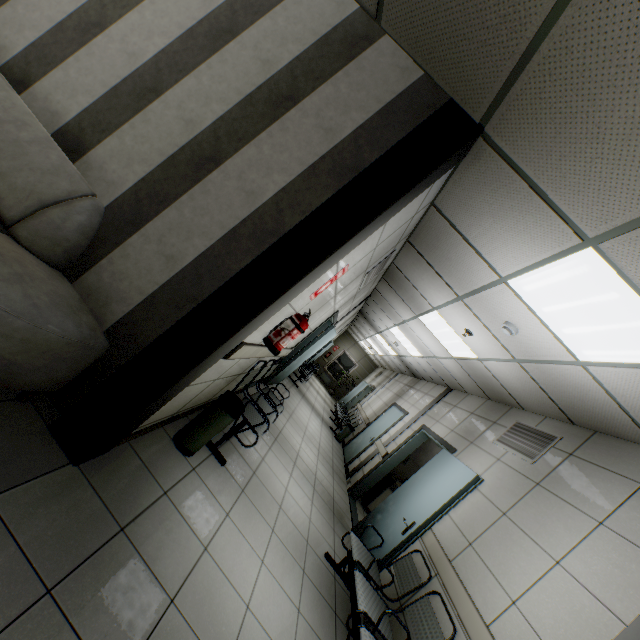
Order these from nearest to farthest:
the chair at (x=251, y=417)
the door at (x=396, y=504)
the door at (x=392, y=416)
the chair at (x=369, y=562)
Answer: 1. the chair at (x=369, y=562)
2. the chair at (x=251, y=417)
3. the door at (x=396, y=504)
4. the door at (x=392, y=416)

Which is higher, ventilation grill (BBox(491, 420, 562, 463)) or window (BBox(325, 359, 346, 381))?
ventilation grill (BBox(491, 420, 562, 463))

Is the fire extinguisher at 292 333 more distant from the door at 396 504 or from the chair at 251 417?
the door at 396 504

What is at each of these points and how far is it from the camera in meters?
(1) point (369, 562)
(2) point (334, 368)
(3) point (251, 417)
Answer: (1) chair, 3.6
(2) window, 19.9
(3) chair, 3.6

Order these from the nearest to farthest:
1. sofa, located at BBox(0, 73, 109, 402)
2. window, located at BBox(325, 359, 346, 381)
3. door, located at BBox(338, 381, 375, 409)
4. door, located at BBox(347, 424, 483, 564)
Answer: sofa, located at BBox(0, 73, 109, 402) → door, located at BBox(347, 424, 483, 564) → door, located at BBox(338, 381, 375, 409) → window, located at BBox(325, 359, 346, 381)

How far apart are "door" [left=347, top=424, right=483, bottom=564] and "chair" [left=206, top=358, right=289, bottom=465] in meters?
2.0

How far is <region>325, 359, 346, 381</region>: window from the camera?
19.83m

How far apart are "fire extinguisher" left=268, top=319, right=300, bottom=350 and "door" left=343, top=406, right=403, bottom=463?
6.57m
